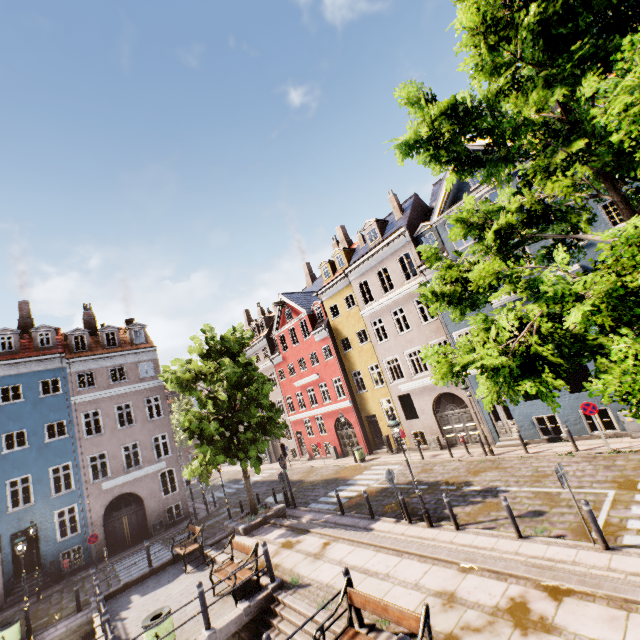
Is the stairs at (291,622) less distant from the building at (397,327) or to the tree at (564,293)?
the tree at (564,293)

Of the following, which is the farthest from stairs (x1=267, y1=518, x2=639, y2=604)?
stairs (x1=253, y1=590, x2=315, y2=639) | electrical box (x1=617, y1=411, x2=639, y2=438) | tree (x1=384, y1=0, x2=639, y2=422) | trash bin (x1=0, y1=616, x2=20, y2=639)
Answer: trash bin (x1=0, y1=616, x2=20, y2=639)

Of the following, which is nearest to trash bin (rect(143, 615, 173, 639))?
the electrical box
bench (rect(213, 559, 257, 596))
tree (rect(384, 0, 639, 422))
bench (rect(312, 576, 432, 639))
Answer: bench (rect(213, 559, 257, 596))

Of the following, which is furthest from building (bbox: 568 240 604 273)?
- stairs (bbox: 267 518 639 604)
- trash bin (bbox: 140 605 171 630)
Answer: trash bin (bbox: 140 605 171 630)

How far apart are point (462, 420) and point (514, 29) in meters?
18.9 m

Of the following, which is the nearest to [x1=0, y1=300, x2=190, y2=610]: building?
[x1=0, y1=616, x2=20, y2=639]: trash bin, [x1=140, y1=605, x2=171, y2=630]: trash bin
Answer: [x1=0, y1=616, x2=20, y2=639]: trash bin

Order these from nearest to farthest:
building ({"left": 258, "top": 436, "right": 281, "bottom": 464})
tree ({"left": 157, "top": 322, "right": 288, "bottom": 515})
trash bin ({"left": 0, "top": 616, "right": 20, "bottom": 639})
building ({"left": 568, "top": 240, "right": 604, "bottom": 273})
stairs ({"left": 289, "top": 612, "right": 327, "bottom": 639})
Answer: stairs ({"left": 289, "top": 612, "right": 327, "bottom": 639}) < trash bin ({"left": 0, "top": 616, "right": 20, "bottom": 639}) < building ({"left": 568, "top": 240, "right": 604, "bottom": 273}) < tree ({"left": 157, "top": 322, "right": 288, "bottom": 515}) < building ({"left": 258, "top": 436, "right": 281, "bottom": 464})

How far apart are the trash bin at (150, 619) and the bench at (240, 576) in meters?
1.5
